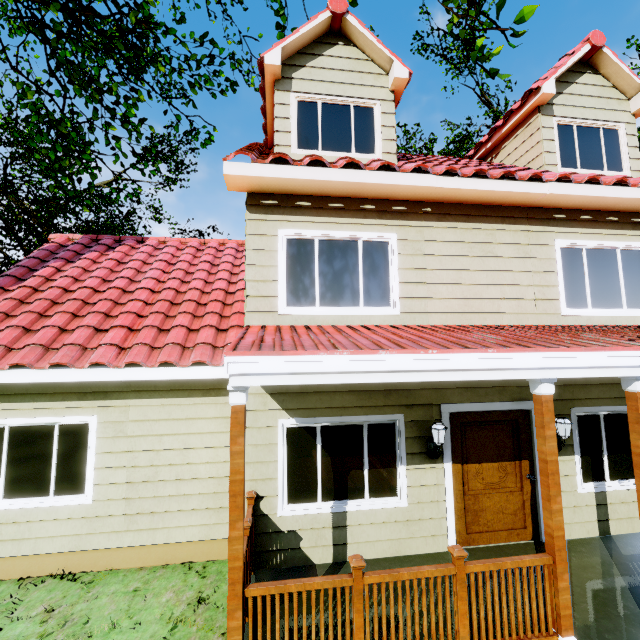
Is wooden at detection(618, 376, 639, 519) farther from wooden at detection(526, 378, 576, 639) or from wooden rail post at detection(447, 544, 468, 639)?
wooden rail post at detection(447, 544, 468, 639)

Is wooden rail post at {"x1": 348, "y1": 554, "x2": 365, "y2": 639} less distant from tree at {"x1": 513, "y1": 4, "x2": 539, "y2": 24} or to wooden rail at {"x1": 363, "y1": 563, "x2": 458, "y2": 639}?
wooden rail at {"x1": 363, "y1": 563, "x2": 458, "y2": 639}

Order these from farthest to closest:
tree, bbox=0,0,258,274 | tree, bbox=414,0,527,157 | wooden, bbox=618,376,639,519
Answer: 1. tree, bbox=0,0,258,274
2. tree, bbox=414,0,527,157
3. wooden, bbox=618,376,639,519

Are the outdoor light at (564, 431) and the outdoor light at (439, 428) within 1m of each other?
no

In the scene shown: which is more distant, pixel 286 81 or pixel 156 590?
pixel 286 81

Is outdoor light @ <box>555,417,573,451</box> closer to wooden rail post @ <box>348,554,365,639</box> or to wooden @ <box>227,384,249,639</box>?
wooden rail post @ <box>348,554,365,639</box>

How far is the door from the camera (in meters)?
5.16

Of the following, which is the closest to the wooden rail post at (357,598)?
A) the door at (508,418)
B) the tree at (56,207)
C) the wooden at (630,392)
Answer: the door at (508,418)
